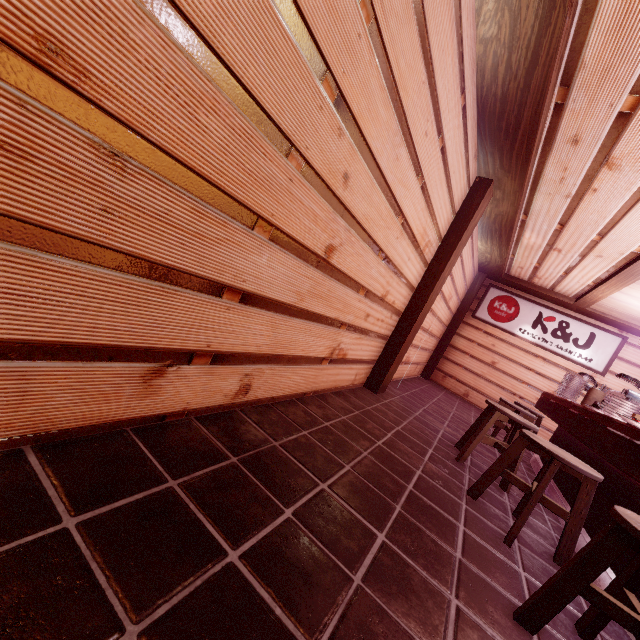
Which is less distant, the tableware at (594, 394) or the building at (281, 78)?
the building at (281, 78)

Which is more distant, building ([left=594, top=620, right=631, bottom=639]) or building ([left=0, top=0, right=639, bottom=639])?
building ([left=594, top=620, right=631, bottom=639])

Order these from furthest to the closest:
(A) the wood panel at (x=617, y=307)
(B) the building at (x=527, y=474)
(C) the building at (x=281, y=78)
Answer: (A) the wood panel at (x=617, y=307) → (B) the building at (x=527, y=474) → (C) the building at (x=281, y=78)

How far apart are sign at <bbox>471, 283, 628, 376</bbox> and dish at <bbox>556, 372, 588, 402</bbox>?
5.07m

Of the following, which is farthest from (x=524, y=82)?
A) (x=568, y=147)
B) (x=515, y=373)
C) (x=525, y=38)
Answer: (x=515, y=373)

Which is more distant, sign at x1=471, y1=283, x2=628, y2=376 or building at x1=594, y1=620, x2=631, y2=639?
sign at x1=471, y1=283, x2=628, y2=376

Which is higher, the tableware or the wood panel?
the wood panel

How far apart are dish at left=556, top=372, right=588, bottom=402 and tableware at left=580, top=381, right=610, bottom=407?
0.16m
